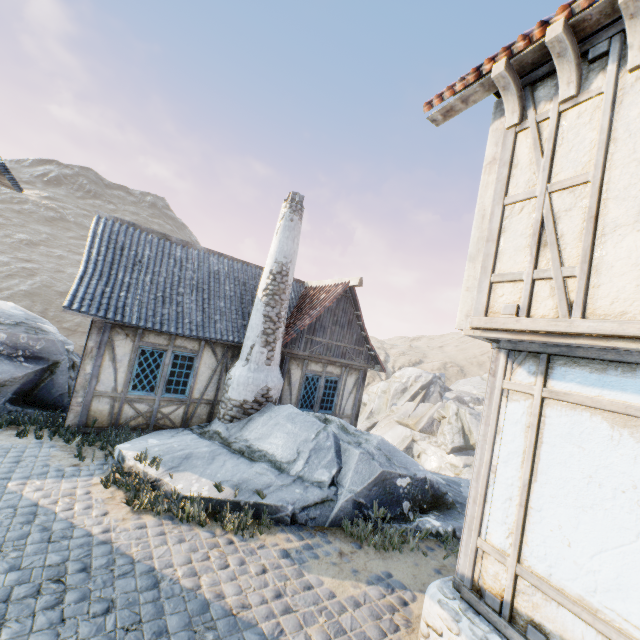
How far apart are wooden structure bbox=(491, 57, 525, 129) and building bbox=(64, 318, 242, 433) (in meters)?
8.71

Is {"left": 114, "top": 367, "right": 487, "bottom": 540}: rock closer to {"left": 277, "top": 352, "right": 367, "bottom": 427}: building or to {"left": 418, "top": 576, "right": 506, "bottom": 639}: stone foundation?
{"left": 277, "top": 352, "right": 367, "bottom": 427}: building

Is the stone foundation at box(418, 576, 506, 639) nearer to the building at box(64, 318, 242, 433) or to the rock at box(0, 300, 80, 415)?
the building at box(64, 318, 242, 433)

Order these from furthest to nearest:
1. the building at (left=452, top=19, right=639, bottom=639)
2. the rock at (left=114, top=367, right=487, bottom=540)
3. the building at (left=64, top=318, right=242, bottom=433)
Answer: the building at (left=64, top=318, right=242, bottom=433) < the rock at (left=114, top=367, right=487, bottom=540) < the building at (left=452, top=19, right=639, bottom=639)

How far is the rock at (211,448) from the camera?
6.5m

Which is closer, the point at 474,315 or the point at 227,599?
the point at 474,315

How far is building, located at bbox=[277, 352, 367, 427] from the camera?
10.8 meters

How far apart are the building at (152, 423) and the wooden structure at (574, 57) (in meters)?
9.22
